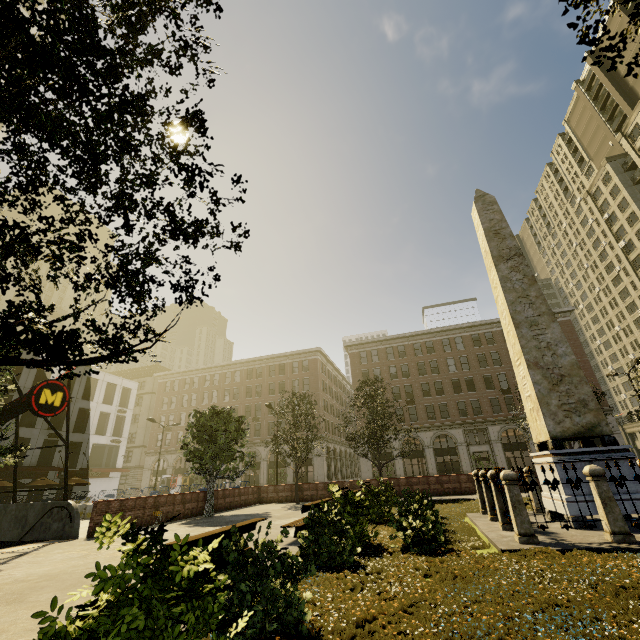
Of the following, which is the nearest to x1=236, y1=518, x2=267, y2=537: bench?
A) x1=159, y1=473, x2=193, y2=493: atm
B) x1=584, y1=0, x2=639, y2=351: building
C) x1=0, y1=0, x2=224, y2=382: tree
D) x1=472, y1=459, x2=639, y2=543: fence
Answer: x1=0, y1=0, x2=224, y2=382: tree

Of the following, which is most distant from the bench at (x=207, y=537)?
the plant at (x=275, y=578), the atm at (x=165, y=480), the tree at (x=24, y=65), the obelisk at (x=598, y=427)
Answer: the atm at (x=165, y=480)

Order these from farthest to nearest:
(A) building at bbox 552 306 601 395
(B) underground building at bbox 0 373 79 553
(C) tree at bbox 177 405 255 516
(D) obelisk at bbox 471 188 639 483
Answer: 1. (A) building at bbox 552 306 601 395
2. (C) tree at bbox 177 405 255 516
3. (B) underground building at bbox 0 373 79 553
4. (D) obelisk at bbox 471 188 639 483

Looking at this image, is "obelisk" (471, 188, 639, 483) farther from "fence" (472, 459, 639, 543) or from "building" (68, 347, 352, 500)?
"building" (68, 347, 352, 500)

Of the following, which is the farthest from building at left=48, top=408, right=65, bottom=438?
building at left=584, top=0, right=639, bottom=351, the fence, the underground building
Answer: the fence

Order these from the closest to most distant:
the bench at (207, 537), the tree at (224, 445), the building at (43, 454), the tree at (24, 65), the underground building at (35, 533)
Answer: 1. the tree at (24, 65)
2. the bench at (207, 537)
3. the underground building at (35, 533)
4. the tree at (224, 445)
5. the building at (43, 454)

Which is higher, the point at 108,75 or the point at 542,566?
the point at 108,75

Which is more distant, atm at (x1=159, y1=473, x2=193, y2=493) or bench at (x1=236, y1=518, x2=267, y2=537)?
atm at (x1=159, y1=473, x2=193, y2=493)
